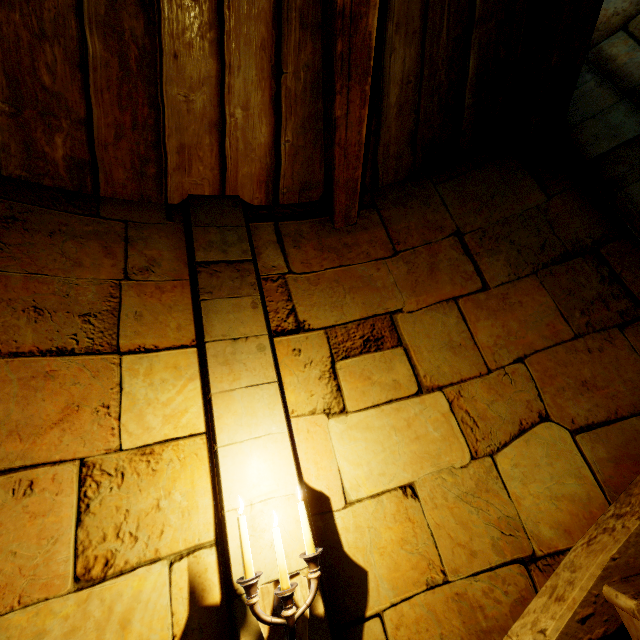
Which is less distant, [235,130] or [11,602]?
[11,602]
